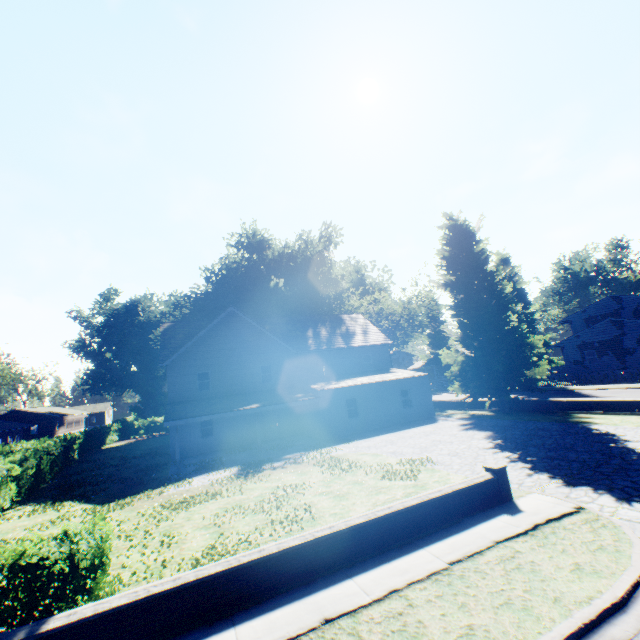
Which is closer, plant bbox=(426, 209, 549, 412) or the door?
plant bbox=(426, 209, 549, 412)

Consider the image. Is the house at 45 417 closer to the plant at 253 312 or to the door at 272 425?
the plant at 253 312

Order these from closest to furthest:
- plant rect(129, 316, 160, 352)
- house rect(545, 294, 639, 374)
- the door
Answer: the door, house rect(545, 294, 639, 374), plant rect(129, 316, 160, 352)

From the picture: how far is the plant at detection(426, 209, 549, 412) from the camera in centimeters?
2234cm

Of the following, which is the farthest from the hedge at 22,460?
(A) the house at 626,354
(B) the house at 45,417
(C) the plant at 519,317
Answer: (A) the house at 626,354

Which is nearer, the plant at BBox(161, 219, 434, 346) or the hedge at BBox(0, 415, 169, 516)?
the hedge at BBox(0, 415, 169, 516)

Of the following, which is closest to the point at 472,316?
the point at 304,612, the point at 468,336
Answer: the point at 468,336
